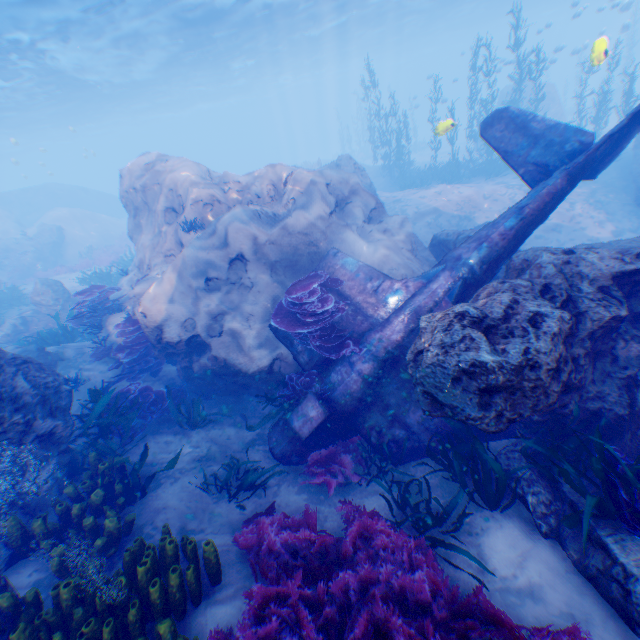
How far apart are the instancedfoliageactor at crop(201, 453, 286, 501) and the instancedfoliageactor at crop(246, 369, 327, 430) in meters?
0.6

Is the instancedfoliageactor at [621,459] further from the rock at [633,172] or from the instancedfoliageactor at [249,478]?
the instancedfoliageactor at [249,478]

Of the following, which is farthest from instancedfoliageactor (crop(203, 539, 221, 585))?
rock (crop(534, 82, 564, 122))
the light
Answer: the light

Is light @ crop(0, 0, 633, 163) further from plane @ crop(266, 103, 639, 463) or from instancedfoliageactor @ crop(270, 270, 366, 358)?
instancedfoliageactor @ crop(270, 270, 366, 358)

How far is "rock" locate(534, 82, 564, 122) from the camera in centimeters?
2631cm

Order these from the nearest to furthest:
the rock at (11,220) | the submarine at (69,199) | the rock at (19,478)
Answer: the rock at (19,478)
the rock at (11,220)
the submarine at (69,199)

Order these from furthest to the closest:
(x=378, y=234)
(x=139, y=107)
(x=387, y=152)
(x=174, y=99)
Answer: (x=174, y=99)
(x=139, y=107)
(x=387, y=152)
(x=378, y=234)

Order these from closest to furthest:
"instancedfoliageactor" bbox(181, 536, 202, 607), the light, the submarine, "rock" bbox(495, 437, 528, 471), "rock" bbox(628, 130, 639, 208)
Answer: "instancedfoliageactor" bbox(181, 536, 202, 607) → "rock" bbox(495, 437, 528, 471) → "rock" bbox(628, 130, 639, 208) → the light → the submarine
